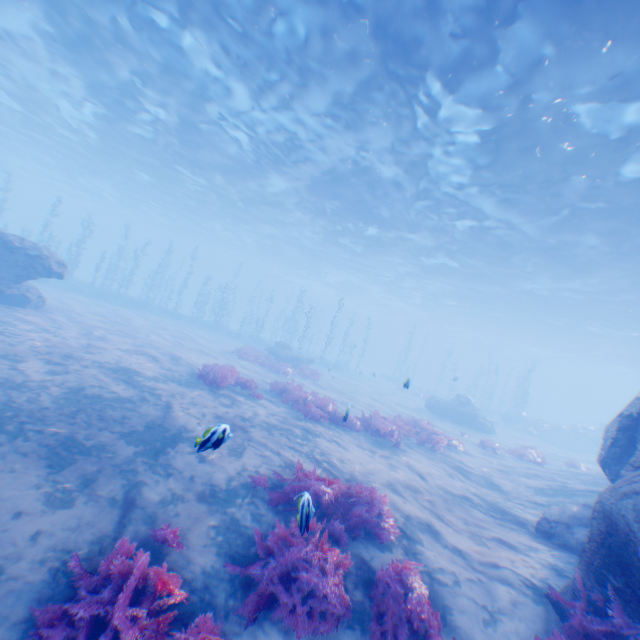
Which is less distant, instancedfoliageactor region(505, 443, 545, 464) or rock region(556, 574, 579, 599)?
rock region(556, 574, 579, 599)

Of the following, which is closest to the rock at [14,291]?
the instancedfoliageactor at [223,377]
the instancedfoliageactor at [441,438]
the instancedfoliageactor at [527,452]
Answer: the instancedfoliageactor at [441,438]

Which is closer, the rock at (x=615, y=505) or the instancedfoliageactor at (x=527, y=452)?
the rock at (x=615, y=505)

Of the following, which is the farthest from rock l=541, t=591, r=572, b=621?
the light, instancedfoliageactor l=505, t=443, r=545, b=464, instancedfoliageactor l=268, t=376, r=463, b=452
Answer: instancedfoliageactor l=505, t=443, r=545, b=464

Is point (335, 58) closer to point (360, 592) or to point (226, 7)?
point (226, 7)

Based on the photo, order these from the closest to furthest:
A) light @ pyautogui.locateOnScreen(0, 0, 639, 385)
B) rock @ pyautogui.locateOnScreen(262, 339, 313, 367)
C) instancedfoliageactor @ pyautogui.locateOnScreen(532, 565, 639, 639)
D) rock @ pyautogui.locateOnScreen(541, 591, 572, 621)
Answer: instancedfoliageactor @ pyautogui.locateOnScreen(532, 565, 639, 639) → rock @ pyautogui.locateOnScreen(541, 591, 572, 621) → light @ pyautogui.locateOnScreen(0, 0, 639, 385) → rock @ pyautogui.locateOnScreen(262, 339, 313, 367)

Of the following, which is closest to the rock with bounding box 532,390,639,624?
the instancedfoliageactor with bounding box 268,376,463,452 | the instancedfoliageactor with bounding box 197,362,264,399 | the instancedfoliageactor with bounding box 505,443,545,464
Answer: the instancedfoliageactor with bounding box 268,376,463,452

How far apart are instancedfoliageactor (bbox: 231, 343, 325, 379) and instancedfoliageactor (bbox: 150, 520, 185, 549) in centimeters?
1489cm
